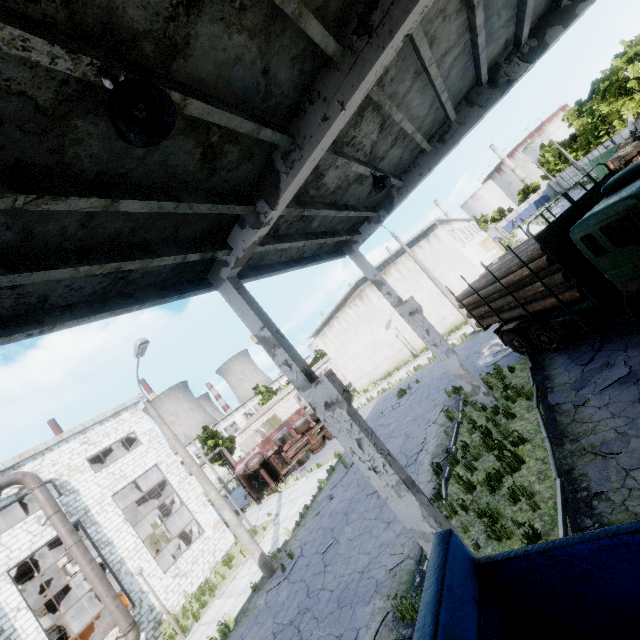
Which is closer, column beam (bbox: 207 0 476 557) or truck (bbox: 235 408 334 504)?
column beam (bbox: 207 0 476 557)

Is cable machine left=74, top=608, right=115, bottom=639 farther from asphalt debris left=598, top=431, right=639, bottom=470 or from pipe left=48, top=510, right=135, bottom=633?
asphalt debris left=598, top=431, right=639, bottom=470

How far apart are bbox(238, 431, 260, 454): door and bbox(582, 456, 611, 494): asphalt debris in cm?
4229

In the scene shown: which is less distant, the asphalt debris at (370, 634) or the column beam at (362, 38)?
the column beam at (362, 38)

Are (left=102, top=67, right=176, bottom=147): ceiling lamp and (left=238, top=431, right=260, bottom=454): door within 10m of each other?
no

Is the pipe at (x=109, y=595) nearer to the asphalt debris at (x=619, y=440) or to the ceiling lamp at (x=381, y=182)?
the asphalt debris at (x=619, y=440)

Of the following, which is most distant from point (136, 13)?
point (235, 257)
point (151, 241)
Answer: point (235, 257)

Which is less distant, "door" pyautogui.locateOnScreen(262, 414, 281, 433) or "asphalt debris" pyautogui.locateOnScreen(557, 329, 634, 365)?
"asphalt debris" pyautogui.locateOnScreen(557, 329, 634, 365)
